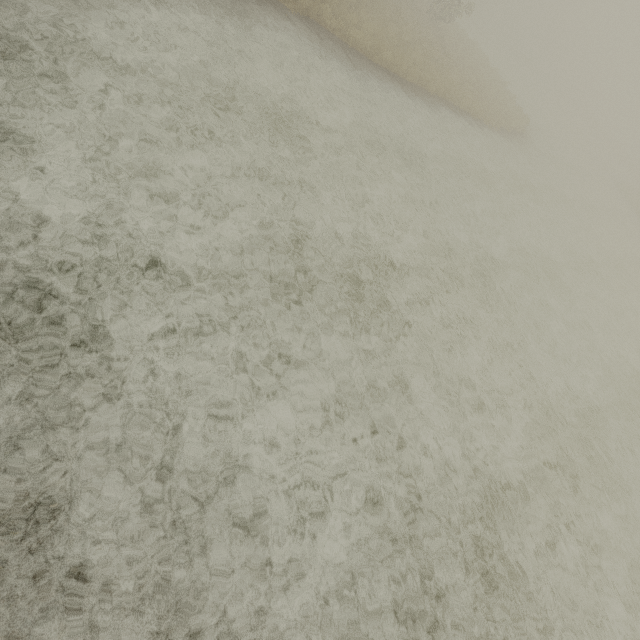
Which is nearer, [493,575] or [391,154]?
[493,575]
